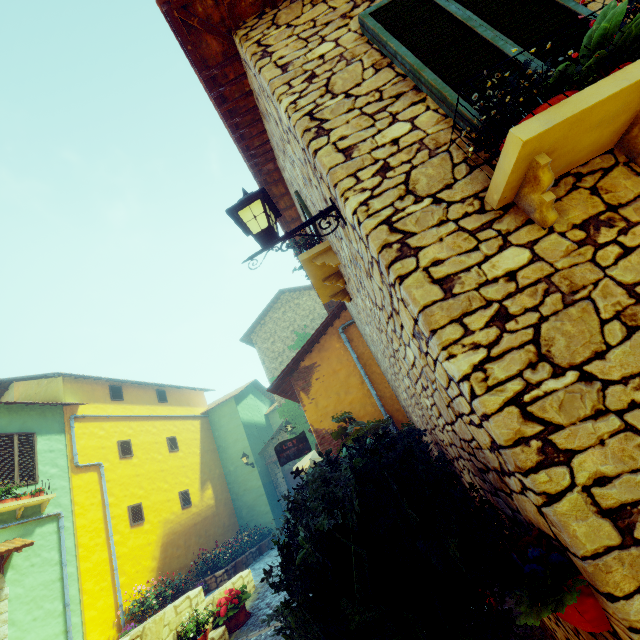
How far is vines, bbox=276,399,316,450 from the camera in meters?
15.2

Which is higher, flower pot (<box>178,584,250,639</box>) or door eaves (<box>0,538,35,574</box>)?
door eaves (<box>0,538,35,574</box>)

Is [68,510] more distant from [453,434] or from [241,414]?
[453,434]

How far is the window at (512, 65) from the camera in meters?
2.1 m

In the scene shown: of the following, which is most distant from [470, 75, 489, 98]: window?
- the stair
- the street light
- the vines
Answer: the vines

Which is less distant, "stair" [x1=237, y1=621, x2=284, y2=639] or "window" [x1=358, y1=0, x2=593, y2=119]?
"window" [x1=358, y1=0, x2=593, y2=119]

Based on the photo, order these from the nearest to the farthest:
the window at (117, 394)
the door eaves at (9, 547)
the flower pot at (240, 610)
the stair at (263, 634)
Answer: the stair at (263, 634), the flower pot at (240, 610), the door eaves at (9, 547), the window at (117, 394)

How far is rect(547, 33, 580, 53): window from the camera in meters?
2.1 m
